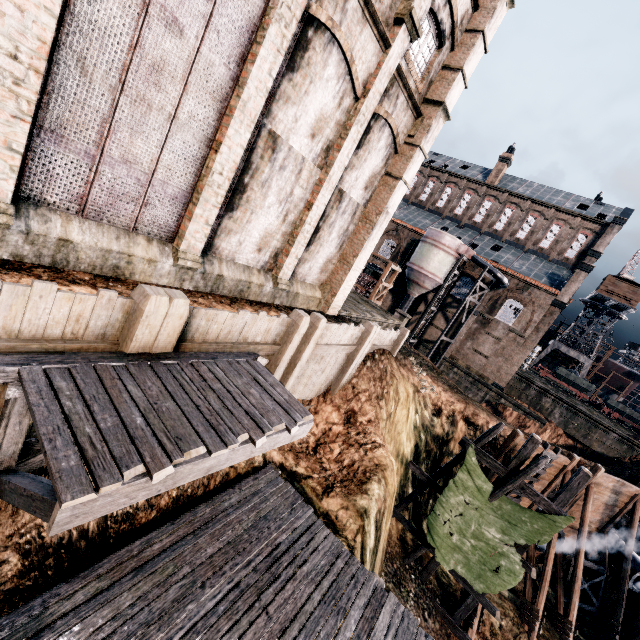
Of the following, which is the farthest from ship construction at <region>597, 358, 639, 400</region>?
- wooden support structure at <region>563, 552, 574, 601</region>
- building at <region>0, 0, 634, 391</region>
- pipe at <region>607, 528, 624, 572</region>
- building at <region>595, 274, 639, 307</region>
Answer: building at <region>0, 0, 634, 391</region>

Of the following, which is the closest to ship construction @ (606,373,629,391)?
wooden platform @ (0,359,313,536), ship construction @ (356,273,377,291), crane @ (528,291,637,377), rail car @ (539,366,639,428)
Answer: crane @ (528,291,637,377)

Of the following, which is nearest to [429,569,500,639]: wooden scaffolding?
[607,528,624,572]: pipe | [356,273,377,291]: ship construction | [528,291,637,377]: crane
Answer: [607,528,624,572]: pipe

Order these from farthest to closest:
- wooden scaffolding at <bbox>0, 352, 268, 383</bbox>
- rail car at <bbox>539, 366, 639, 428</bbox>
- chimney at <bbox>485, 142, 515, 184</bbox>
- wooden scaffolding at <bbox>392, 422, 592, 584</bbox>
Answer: chimney at <bbox>485, 142, 515, 184</bbox> → rail car at <bbox>539, 366, 639, 428</bbox> → wooden scaffolding at <bbox>392, 422, 592, 584</bbox> → wooden scaffolding at <bbox>0, 352, 268, 383</bbox>

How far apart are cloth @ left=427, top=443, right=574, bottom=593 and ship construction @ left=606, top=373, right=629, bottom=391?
60.5 meters

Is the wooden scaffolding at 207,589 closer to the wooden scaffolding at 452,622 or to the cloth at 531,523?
the cloth at 531,523

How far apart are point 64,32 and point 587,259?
48.13m

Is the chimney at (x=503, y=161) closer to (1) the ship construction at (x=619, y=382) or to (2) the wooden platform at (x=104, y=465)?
(1) the ship construction at (x=619, y=382)
